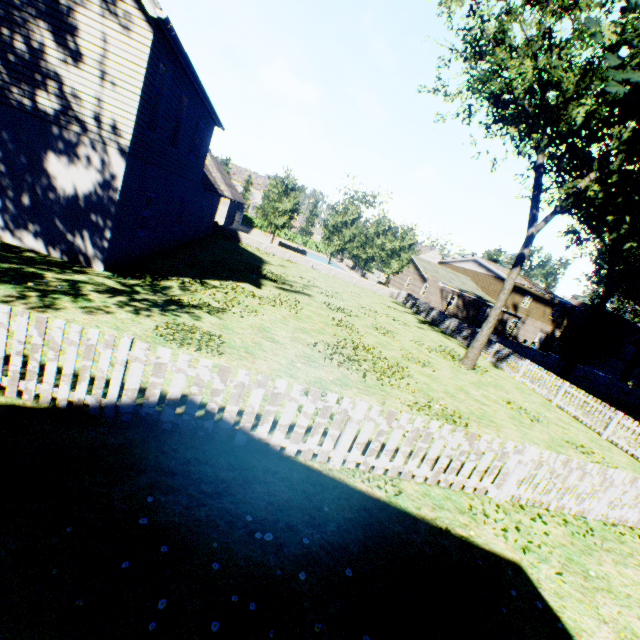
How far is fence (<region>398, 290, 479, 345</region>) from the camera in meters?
23.0

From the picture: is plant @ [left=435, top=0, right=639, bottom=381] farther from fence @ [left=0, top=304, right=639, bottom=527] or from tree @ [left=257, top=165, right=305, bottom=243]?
tree @ [left=257, top=165, right=305, bottom=243]

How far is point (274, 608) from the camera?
3.11m

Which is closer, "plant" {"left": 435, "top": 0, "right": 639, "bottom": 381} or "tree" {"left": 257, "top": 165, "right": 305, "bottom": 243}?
"plant" {"left": 435, "top": 0, "right": 639, "bottom": 381}

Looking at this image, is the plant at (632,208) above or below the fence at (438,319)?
above

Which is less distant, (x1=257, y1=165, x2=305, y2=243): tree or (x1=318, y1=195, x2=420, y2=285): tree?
(x1=257, y1=165, x2=305, y2=243): tree

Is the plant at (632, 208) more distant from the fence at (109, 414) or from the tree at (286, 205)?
the tree at (286, 205)
